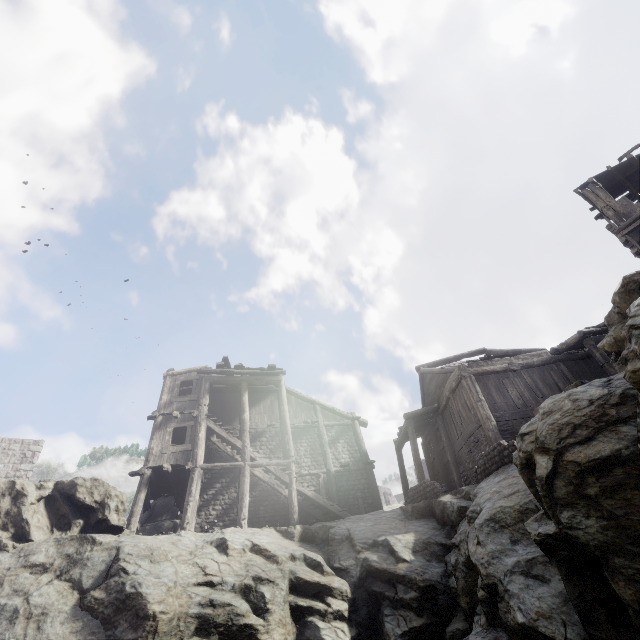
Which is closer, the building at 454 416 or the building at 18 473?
the building at 454 416

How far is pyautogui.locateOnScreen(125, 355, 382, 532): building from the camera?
15.66m

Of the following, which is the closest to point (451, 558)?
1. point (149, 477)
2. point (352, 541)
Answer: point (352, 541)

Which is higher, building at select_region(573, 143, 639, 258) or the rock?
building at select_region(573, 143, 639, 258)

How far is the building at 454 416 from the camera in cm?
1471

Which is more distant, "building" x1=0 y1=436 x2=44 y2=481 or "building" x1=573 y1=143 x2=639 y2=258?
"building" x1=0 y1=436 x2=44 y2=481

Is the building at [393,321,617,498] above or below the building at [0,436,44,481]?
below
